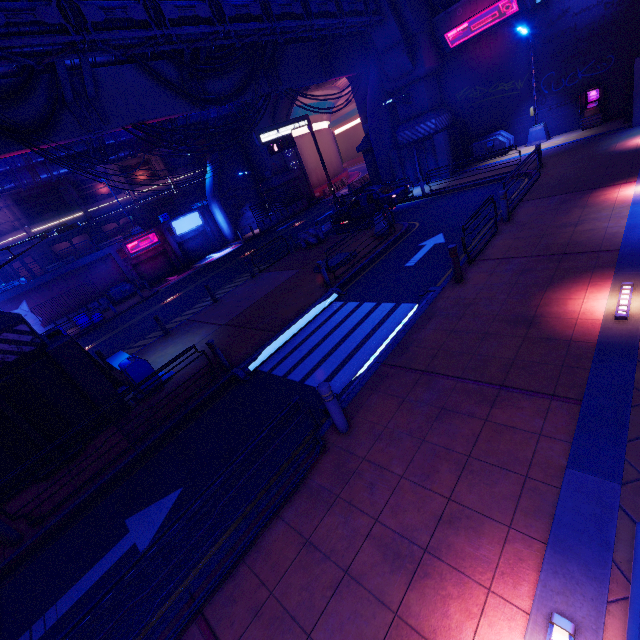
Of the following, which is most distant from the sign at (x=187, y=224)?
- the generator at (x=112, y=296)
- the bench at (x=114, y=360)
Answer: the bench at (x=114, y=360)

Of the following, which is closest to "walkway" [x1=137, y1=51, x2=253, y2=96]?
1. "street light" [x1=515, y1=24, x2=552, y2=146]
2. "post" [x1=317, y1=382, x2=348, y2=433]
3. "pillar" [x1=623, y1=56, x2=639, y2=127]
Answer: "post" [x1=317, y1=382, x2=348, y2=433]

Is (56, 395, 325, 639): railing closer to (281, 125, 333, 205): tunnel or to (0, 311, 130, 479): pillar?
(0, 311, 130, 479): pillar

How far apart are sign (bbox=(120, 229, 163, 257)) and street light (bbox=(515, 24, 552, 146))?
31.7m

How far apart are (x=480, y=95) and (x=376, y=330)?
21.7 meters

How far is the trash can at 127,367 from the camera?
9.9 meters

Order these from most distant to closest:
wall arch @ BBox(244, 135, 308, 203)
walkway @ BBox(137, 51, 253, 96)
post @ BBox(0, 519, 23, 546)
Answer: wall arch @ BBox(244, 135, 308, 203) → walkway @ BBox(137, 51, 253, 96) → post @ BBox(0, 519, 23, 546)

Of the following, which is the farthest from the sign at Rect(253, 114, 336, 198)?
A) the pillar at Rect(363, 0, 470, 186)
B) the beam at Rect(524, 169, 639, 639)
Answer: the beam at Rect(524, 169, 639, 639)
